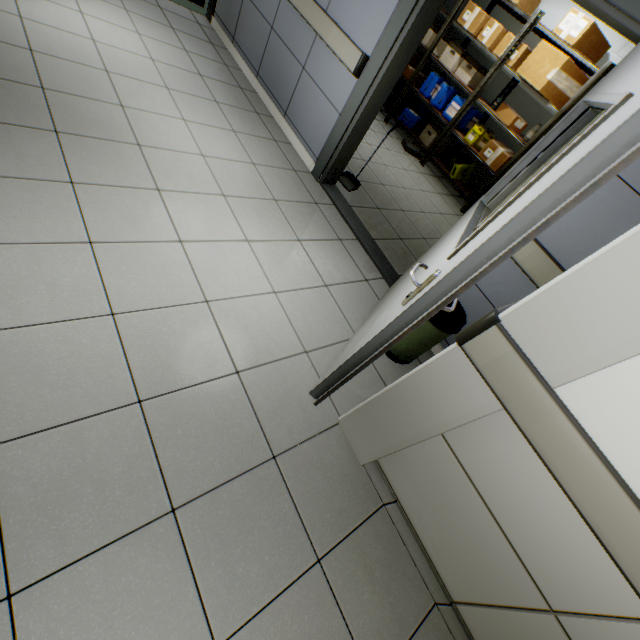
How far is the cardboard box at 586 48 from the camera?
3.89m

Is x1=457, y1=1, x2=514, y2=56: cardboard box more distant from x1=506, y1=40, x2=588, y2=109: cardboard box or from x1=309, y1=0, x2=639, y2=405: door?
x1=309, y1=0, x2=639, y2=405: door

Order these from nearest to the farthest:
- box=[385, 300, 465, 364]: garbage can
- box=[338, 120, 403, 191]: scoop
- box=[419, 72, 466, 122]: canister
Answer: box=[385, 300, 465, 364]: garbage can → box=[338, 120, 403, 191]: scoop → box=[419, 72, 466, 122]: canister

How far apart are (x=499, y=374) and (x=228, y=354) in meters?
1.4 m

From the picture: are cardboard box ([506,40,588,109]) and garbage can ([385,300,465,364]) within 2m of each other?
no

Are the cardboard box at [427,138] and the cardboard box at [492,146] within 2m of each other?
yes

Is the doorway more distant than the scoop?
Yes

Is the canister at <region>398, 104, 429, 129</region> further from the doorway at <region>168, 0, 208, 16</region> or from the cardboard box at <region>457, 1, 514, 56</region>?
the doorway at <region>168, 0, 208, 16</region>
